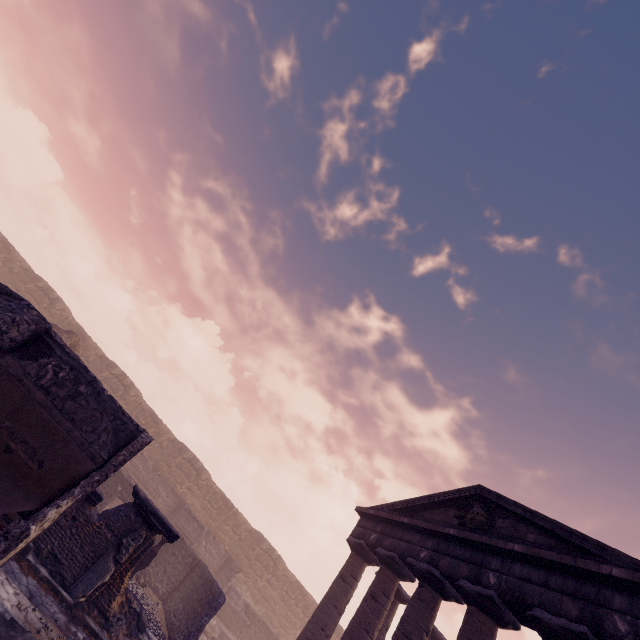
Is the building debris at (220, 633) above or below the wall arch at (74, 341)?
below

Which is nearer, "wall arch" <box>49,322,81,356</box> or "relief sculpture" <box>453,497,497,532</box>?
"relief sculpture" <box>453,497,497,532</box>

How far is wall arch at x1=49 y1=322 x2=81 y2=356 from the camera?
14.6m

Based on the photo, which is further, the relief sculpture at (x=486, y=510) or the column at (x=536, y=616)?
the relief sculpture at (x=486, y=510)

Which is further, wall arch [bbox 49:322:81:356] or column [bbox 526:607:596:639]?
wall arch [bbox 49:322:81:356]

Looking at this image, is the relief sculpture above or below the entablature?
above

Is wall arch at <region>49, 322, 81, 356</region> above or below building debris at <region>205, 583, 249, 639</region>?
above

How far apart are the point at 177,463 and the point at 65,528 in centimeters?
1674cm
